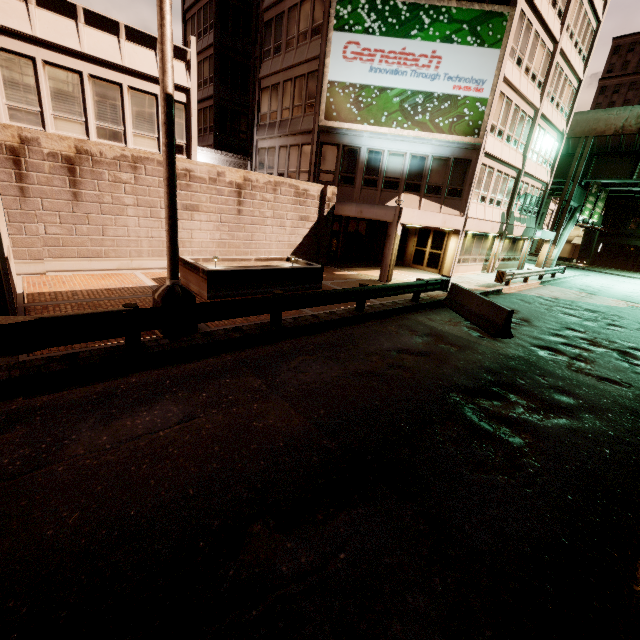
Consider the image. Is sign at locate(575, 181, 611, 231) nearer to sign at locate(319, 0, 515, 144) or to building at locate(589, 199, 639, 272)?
building at locate(589, 199, 639, 272)

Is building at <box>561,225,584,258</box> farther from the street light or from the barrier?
the street light

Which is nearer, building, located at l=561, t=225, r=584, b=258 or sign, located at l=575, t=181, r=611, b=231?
sign, located at l=575, t=181, r=611, b=231

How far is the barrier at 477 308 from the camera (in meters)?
→ 10.59

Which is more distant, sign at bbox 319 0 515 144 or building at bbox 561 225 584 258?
building at bbox 561 225 584 258

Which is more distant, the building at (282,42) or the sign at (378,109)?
the building at (282,42)

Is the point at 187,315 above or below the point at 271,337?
above

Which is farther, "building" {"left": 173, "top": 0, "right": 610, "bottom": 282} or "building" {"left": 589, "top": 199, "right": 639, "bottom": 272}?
"building" {"left": 589, "top": 199, "right": 639, "bottom": 272}
